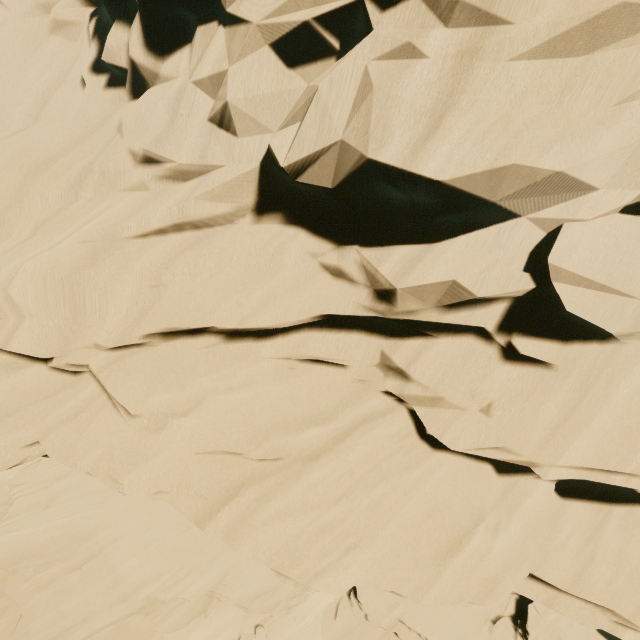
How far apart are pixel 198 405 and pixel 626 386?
8.36m
